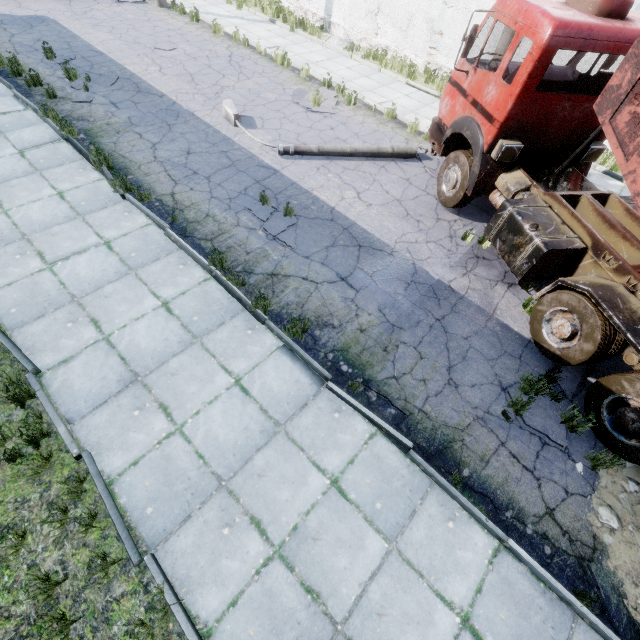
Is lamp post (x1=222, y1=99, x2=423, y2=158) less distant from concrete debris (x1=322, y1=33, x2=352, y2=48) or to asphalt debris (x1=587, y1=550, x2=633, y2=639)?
concrete debris (x1=322, y1=33, x2=352, y2=48)

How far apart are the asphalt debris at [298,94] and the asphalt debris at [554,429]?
9.95m

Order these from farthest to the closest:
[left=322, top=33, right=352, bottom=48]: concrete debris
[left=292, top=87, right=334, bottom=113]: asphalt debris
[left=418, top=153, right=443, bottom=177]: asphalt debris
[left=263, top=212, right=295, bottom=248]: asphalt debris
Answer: [left=322, top=33, right=352, bottom=48]: concrete debris, [left=292, top=87, right=334, bottom=113]: asphalt debris, [left=418, top=153, right=443, bottom=177]: asphalt debris, [left=263, top=212, right=295, bottom=248]: asphalt debris

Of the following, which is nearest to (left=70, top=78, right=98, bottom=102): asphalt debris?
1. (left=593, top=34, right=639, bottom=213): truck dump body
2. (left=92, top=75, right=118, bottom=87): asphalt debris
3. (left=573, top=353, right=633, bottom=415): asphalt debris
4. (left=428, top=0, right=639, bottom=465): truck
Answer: (left=92, top=75, right=118, bottom=87): asphalt debris

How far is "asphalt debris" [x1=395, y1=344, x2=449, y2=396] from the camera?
5.22m

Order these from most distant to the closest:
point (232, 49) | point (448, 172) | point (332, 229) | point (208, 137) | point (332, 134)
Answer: point (232, 49) < point (332, 134) < point (208, 137) < point (448, 172) < point (332, 229)

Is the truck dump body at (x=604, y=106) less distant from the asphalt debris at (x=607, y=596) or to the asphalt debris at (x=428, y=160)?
the asphalt debris at (x=607, y=596)

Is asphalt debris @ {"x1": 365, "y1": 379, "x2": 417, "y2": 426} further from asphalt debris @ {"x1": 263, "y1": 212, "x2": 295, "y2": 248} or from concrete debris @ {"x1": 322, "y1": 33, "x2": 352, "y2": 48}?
concrete debris @ {"x1": 322, "y1": 33, "x2": 352, "y2": 48}
